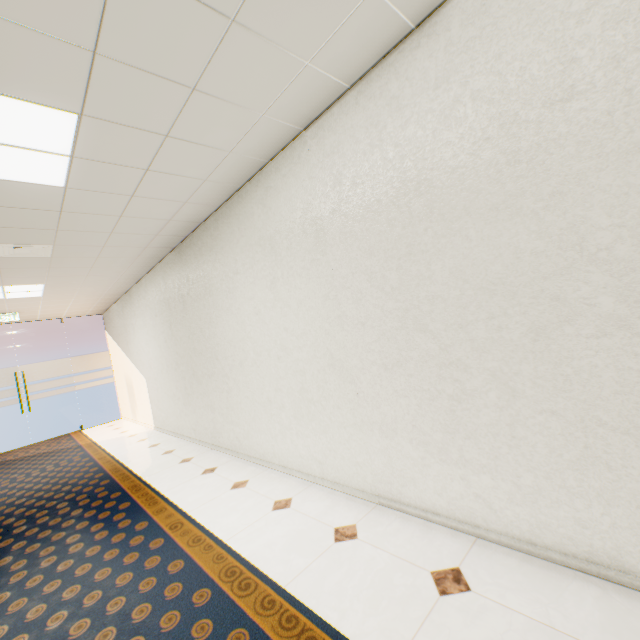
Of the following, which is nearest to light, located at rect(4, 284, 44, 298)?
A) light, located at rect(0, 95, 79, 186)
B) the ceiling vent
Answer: the ceiling vent

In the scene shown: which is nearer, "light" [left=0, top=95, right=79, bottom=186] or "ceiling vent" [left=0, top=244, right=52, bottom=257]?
"light" [left=0, top=95, right=79, bottom=186]

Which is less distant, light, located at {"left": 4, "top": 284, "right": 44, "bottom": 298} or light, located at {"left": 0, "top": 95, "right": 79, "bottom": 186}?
light, located at {"left": 0, "top": 95, "right": 79, "bottom": 186}

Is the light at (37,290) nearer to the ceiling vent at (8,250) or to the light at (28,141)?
the ceiling vent at (8,250)

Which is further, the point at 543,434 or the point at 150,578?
the point at 150,578

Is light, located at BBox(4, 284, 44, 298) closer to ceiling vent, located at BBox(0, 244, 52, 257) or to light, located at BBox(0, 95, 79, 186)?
ceiling vent, located at BBox(0, 244, 52, 257)

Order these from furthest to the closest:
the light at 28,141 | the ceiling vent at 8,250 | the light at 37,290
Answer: the light at 37,290 → the ceiling vent at 8,250 → the light at 28,141
